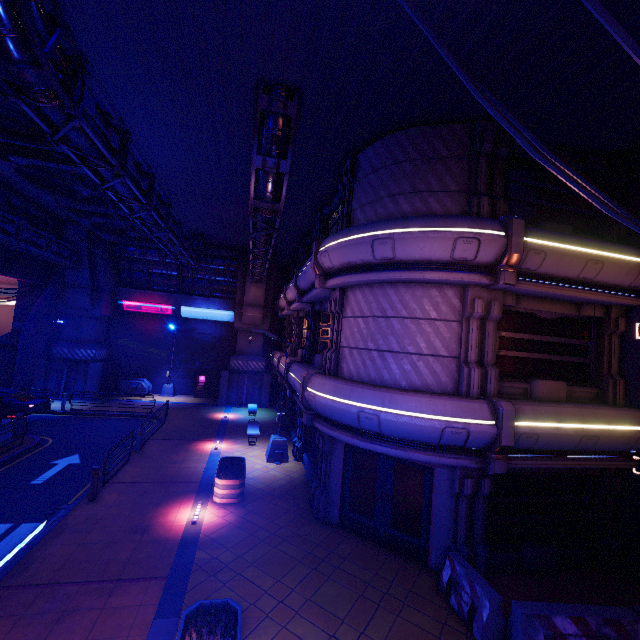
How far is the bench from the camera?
16.78m

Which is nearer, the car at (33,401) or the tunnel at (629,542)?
the tunnel at (629,542)

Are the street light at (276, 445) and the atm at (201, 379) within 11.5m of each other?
no

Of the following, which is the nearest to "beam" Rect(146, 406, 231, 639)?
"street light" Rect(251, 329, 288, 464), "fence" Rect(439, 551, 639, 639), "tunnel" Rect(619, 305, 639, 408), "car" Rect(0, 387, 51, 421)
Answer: "street light" Rect(251, 329, 288, 464)

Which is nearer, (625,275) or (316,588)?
(316,588)

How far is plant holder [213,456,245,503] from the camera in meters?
10.9 m

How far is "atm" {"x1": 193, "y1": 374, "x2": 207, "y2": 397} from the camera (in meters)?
27.88

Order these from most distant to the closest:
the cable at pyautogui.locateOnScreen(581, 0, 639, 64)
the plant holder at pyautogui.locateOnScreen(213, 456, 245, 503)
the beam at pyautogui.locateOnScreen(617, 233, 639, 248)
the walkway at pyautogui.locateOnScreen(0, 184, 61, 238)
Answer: the walkway at pyautogui.locateOnScreen(0, 184, 61, 238) → the plant holder at pyautogui.locateOnScreen(213, 456, 245, 503) → the beam at pyautogui.locateOnScreen(617, 233, 639, 248) → the cable at pyautogui.locateOnScreen(581, 0, 639, 64)
